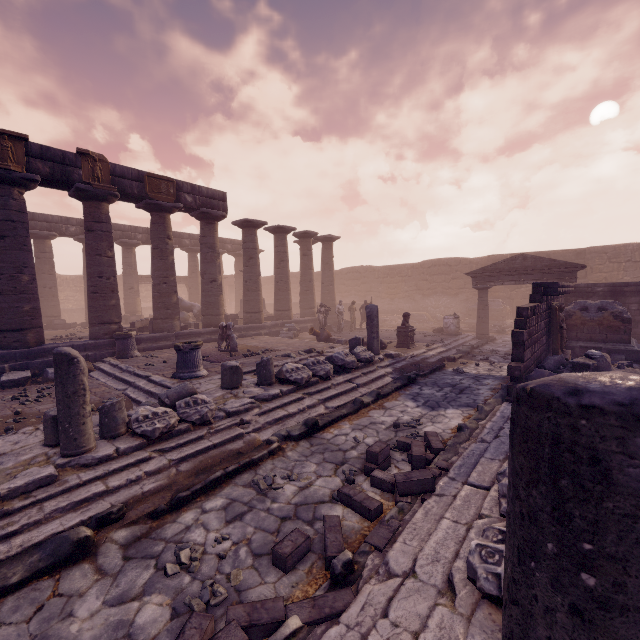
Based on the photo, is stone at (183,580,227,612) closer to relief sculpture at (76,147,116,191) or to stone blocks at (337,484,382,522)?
stone blocks at (337,484,382,522)

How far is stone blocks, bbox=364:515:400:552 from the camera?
3.16m

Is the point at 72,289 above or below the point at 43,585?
above

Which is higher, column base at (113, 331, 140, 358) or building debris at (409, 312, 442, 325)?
column base at (113, 331, 140, 358)

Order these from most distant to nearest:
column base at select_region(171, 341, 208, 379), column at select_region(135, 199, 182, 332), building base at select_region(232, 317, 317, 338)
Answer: building base at select_region(232, 317, 317, 338) → column at select_region(135, 199, 182, 332) → column base at select_region(171, 341, 208, 379)

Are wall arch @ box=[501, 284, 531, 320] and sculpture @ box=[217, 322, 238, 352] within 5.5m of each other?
no

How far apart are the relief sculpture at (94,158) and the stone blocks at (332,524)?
12.8 meters

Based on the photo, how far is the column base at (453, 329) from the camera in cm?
1644
